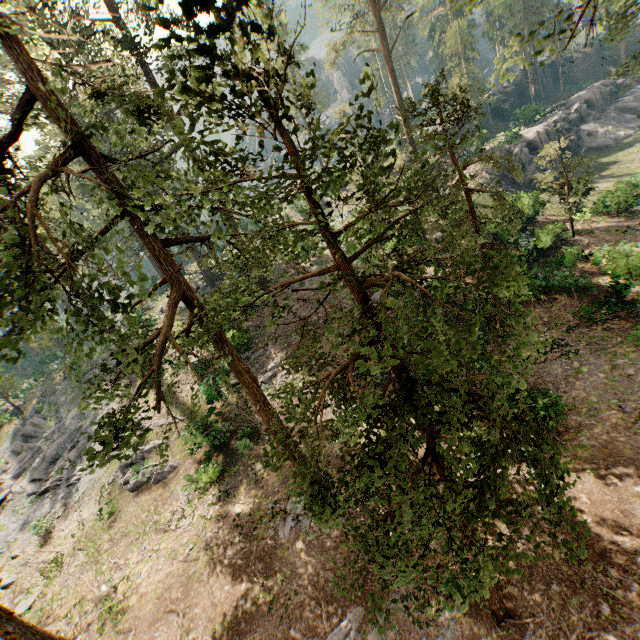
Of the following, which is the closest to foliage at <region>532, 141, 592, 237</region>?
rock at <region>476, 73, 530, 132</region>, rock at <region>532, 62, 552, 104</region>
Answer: rock at <region>532, 62, 552, 104</region>

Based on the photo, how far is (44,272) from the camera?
7.6 meters

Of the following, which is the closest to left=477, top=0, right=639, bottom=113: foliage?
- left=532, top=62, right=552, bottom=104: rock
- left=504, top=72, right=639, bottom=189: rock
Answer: left=532, top=62, right=552, bottom=104: rock

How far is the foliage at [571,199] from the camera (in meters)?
22.42

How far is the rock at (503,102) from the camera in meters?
52.7 m

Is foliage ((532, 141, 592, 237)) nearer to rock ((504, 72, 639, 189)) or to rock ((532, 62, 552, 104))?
rock ((532, 62, 552, 104))

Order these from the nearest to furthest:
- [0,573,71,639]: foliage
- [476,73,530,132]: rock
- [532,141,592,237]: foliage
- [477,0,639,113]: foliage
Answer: [477,0,639,113]: foliage
[0,573,71,639]: foliage
[532,141,592,237]: foliage
[476,73,530,132]: rock

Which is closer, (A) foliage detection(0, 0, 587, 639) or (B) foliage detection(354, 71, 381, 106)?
(A) foliage detection(0, 0, 587, 639)
